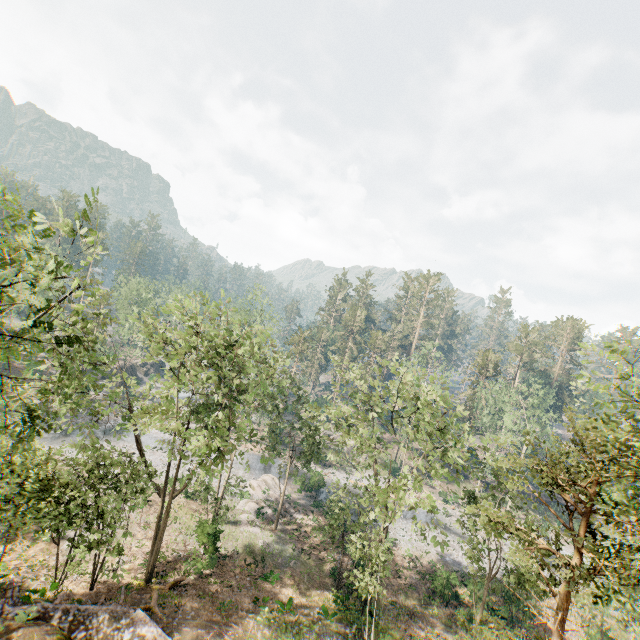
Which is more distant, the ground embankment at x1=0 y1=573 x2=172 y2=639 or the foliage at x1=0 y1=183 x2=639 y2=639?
the ground embankment at x1=0 y1=573 x2=172 y2=639

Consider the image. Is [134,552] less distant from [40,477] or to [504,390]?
[40,477]

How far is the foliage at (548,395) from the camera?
47.4 meters

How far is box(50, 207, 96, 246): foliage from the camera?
8.0m

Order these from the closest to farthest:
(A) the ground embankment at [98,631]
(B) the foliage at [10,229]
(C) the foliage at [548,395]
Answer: (B) the foliage at [10,229] < (A) the ground embankment at [98,631] < (C) the foliage at [548,395]

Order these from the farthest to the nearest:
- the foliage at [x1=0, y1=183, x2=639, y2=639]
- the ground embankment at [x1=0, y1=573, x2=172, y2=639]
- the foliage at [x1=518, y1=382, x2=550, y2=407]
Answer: the foliage at [x1=518, y1=382, x2=550, y2=407], the ground embankment at [x1=0, y1=573, x2=172, y2=639], the foliage at [x1=0, y1=183, x2=639, y2=639]
